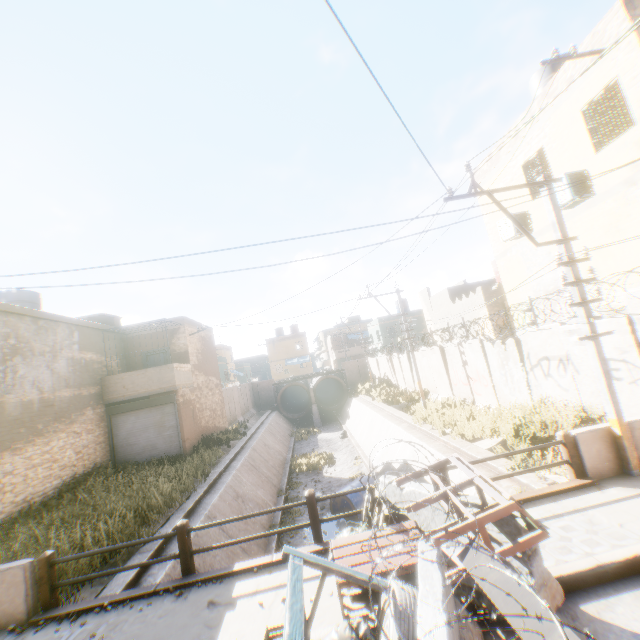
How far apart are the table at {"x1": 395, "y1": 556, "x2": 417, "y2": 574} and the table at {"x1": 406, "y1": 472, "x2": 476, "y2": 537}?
0.3 meters

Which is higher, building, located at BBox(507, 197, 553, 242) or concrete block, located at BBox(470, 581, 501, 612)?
building, located at BBox(507, 197, 553, 242)

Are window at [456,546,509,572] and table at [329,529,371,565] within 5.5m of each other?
yes

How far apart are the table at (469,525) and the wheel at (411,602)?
0.4 meters

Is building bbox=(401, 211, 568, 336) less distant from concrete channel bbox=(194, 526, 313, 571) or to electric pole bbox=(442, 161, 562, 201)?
concrete channel bbox=(194, 526, 313, 571)

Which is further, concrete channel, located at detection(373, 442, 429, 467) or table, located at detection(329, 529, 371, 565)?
concrete channel, located at detection(373, 442, 429, 467)

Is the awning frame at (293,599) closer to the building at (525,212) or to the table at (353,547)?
the table at (353,547)

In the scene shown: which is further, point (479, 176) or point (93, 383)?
point (93, 383)
